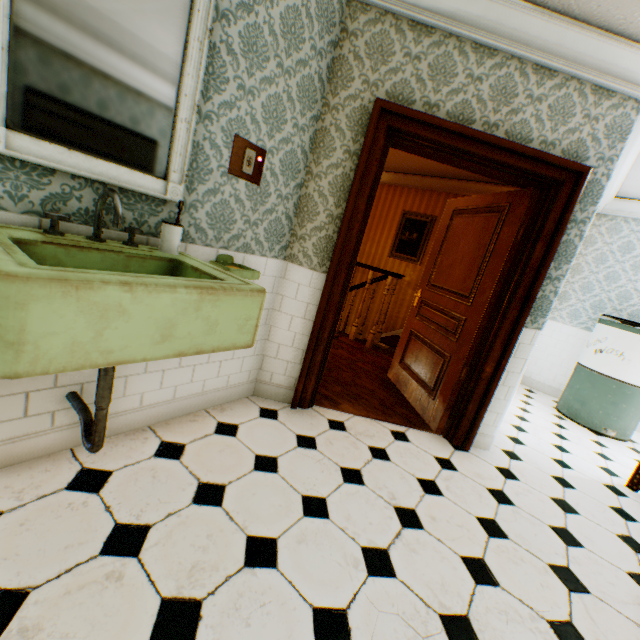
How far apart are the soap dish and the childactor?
1.94m

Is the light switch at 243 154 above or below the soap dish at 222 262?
above

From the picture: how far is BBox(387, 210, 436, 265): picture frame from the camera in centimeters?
650cm

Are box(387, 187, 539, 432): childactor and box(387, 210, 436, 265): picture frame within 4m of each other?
yes

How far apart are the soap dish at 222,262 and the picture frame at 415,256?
5.2m

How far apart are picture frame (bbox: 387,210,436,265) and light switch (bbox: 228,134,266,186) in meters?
5.2

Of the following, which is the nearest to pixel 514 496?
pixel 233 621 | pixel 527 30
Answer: pixel 233 621

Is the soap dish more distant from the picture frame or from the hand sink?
the picture frame
